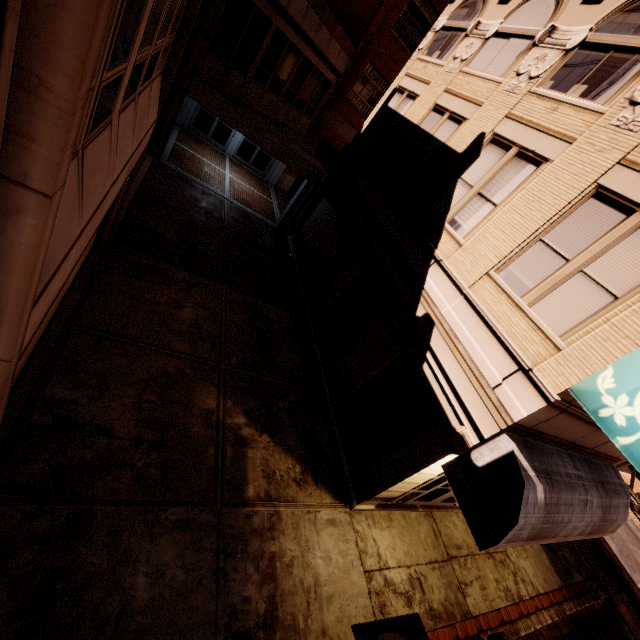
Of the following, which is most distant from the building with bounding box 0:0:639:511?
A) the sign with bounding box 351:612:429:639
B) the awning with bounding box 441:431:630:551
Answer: the sign with bounding box 351:612:429:639

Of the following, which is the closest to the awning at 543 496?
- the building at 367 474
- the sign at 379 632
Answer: the building at 367 474

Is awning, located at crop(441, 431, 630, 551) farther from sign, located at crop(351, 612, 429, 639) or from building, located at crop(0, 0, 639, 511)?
sign, located at crop(351, 612, 429, 639)

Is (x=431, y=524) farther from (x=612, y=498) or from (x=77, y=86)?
(x=77, y=86)

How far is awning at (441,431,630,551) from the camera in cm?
555
